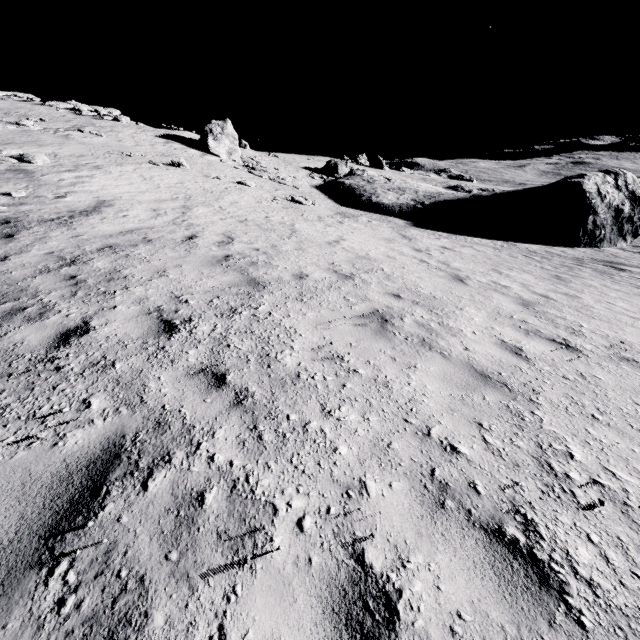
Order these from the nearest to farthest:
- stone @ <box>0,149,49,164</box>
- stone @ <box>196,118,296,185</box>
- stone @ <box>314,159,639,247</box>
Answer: stone @ <box>0,149,49,164</box>, stone @ <box>314,159,639,247</box>, stone @ <box>196,118,296,185</box>

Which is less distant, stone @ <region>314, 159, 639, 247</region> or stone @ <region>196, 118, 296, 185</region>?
stone @ <region>314, 159, 639, 247</region>

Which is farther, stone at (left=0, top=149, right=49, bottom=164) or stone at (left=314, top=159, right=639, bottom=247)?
stone at (left=314, top=159, right=639, bottom=247)

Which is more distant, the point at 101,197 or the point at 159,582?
the point at 101,197

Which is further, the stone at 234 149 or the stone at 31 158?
the stone at 234 149

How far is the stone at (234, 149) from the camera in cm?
2688

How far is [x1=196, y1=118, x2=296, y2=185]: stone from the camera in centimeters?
2688cm
